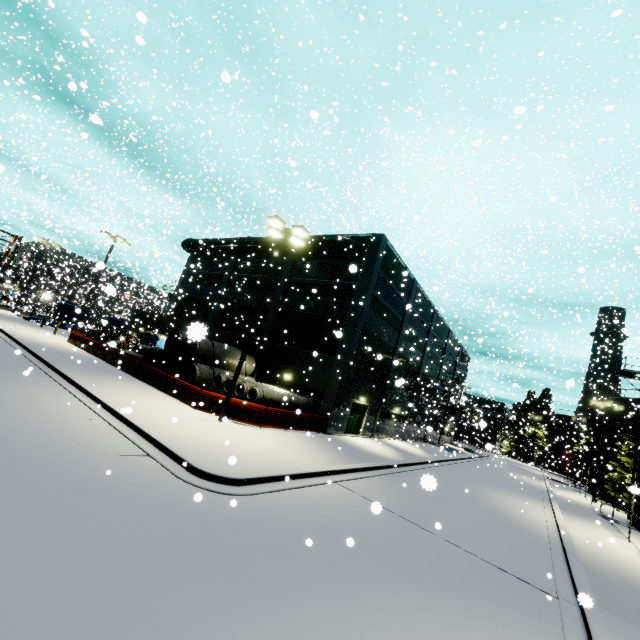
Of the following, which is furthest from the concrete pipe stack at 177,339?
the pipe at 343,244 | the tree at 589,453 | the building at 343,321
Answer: the tree at 589,453

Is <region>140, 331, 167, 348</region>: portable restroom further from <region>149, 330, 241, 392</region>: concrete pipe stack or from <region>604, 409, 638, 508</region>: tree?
<region>604, 409, 638, 508</region>: tree

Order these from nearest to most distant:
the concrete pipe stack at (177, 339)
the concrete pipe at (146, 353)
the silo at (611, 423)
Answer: the concrete pipe stack at (177, 339)
the silo at (611, 423)
the concrete pipe at (146, 353)

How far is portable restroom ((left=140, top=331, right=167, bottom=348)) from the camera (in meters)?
32.72

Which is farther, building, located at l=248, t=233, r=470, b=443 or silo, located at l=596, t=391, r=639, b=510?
silo, located at l=596, t=391, r=639, b=510

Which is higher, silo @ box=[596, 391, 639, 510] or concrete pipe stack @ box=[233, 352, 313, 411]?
silo @ box=[596, 391, 639, 510]

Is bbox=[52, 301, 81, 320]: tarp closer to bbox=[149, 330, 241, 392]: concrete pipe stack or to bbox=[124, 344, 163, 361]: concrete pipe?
bbox=[124, 344, 163, 361]: concrete pipe

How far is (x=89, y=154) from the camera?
43.38m
